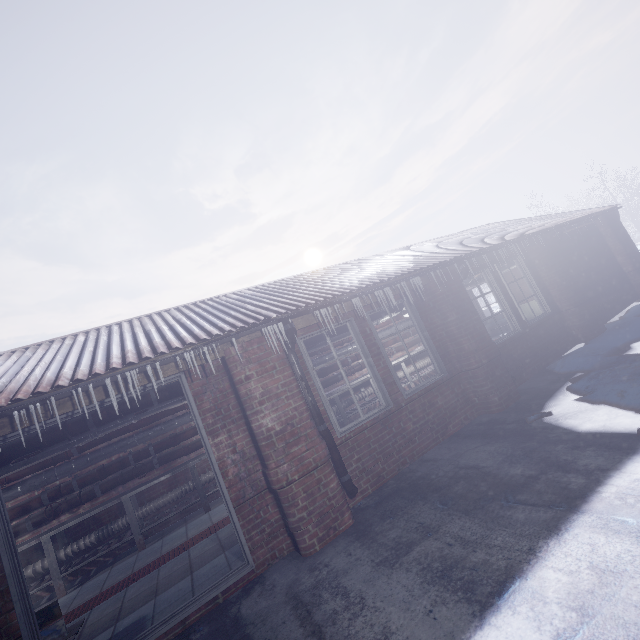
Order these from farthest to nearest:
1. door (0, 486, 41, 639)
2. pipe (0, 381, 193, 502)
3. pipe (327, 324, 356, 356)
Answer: pipe (327, 324, 356, 356) → pipe (0, 381, 193, 502) → door (0, 486, 41, 639)

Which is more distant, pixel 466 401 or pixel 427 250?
pixel 427 250

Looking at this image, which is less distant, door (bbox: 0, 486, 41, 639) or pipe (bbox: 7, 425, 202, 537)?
door (bbox: 0, 486, 41, 639)

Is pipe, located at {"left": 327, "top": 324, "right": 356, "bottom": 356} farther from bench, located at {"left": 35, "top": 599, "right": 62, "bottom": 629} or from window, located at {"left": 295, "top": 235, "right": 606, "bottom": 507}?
bench, located at {"left": 35, "top": 599, "right": 62, "bottom": 629}

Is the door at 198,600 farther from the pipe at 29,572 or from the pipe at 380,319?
the pipe at 29,572

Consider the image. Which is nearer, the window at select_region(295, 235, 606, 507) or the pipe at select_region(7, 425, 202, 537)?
the window at select_region(295, 235, 606, 507)

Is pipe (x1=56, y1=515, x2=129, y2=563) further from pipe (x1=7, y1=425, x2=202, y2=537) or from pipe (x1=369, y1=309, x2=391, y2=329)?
pipe (x1=369, y1=309, x2=391, y2=329)

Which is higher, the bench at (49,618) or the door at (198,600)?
the bench at (49,618)
